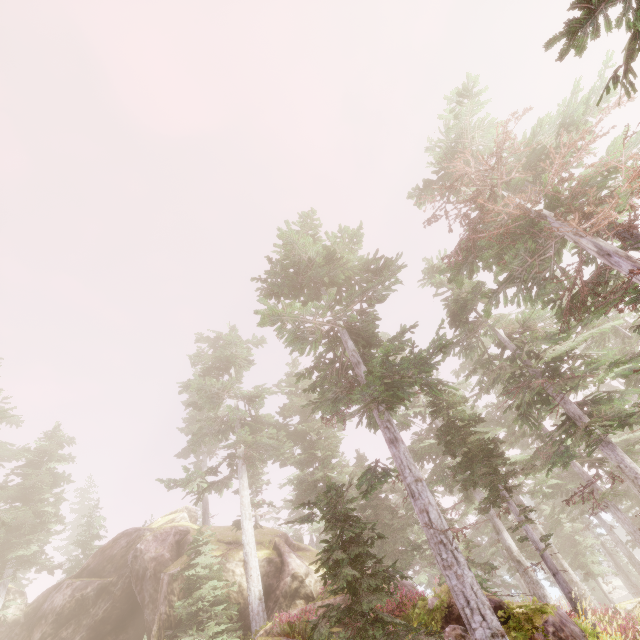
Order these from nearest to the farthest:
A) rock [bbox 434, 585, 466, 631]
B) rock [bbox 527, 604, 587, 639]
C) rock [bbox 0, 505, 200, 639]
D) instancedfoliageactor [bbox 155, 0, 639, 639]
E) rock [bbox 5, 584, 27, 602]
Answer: rock [bbox 527, 604, 587, 639] → instancedfoliageactor [bbox 155, 0, 639, 639] → rock [bbox 434, 585, 466, 631] → rock [bbox 0, 505, 200, 639] → rock [bbox 5, 584, 27, 602]

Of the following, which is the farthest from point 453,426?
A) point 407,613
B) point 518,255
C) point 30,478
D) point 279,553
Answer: point 30,478

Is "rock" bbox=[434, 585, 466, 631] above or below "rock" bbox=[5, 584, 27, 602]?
below

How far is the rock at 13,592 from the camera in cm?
2470

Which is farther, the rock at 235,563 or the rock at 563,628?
the rock at 235,563

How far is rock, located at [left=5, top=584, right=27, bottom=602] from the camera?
24.7 meters

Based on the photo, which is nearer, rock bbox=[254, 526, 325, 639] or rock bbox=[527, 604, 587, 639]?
rock bbox=[527, 604, 587, 639]
